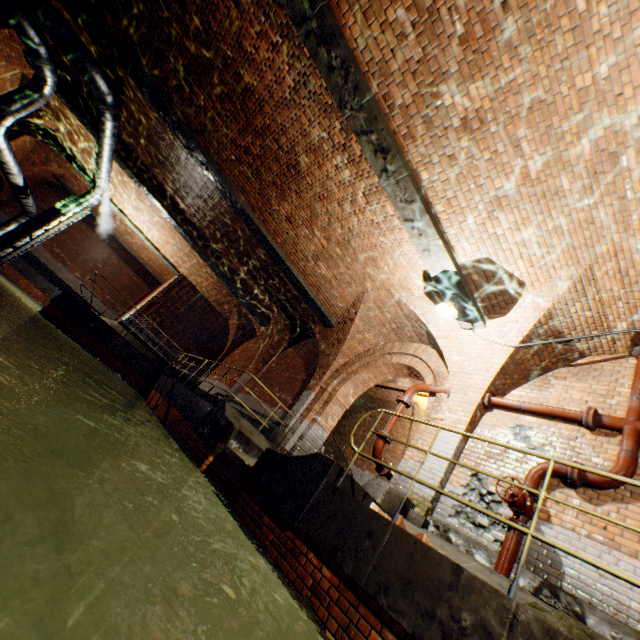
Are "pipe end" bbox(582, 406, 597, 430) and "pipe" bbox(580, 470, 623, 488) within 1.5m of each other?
yes

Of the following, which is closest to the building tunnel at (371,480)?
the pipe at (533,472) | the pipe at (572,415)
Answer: the pipe at (572,415)

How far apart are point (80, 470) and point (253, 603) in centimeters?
1089cm

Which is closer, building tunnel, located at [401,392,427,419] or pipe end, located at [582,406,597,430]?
pipe end, located at [582,406,597,430]

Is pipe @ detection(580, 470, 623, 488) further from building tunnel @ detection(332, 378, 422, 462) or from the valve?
building tunnel @ detection(332, 378, 422, 462)

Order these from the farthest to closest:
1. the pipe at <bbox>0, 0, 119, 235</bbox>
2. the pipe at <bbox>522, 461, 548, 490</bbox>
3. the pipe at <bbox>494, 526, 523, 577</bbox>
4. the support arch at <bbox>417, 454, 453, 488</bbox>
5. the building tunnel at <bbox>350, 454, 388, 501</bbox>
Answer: the building tunnel at <bbox>350, 454, 388, 501</bbox> < the pipe at <bbox>0, 0, 119, 235</bbox> < the support arch at <bbox>417, 454, 453, 488</bbox> < the pipe at <bbox>522, 461, 548, 490</bbox> < the pipe at <bbox>494, 526, 523, 577</bbox>

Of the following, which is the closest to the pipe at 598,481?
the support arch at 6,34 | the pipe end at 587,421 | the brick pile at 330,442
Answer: the pipe end at 587,421

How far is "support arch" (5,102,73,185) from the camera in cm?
1323
